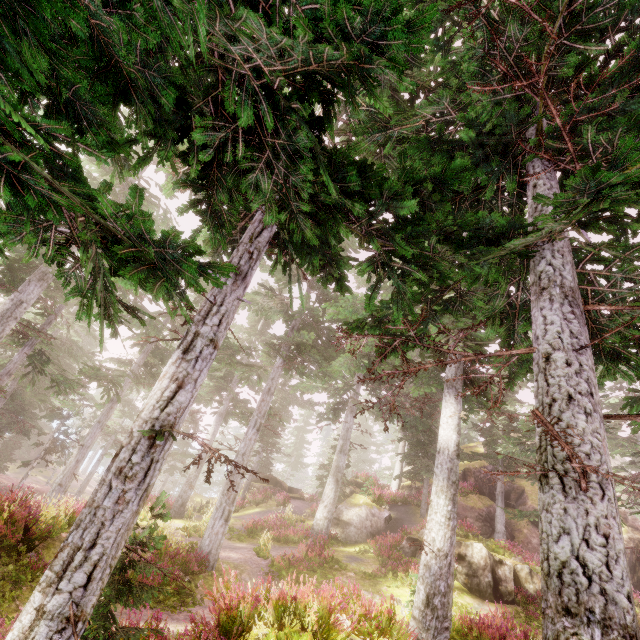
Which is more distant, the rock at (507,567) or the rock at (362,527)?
the rock at (362,527)

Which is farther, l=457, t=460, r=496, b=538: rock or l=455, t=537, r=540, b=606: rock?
l=457, t=460, r=496, b=538: rock

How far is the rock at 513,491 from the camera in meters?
24.4 m

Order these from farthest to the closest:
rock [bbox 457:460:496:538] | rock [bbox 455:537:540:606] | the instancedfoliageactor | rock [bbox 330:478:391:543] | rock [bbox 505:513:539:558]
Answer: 1. rock [bbox 457:460:496:538]
2. rock [bbox 505:513:539:558]
3. rock [bbox 330:478:391:543]
4. rock [bbox 455:537:540:606]
5. the instancedfoliageactor

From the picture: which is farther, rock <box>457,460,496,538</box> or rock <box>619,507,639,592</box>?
rock <box>457,460,496,538</box>

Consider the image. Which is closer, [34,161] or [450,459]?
[34,161]

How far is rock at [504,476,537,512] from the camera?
24.38m
